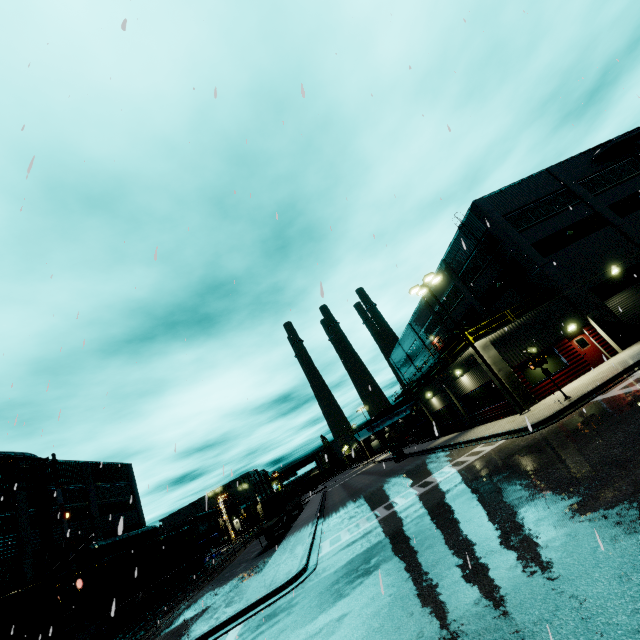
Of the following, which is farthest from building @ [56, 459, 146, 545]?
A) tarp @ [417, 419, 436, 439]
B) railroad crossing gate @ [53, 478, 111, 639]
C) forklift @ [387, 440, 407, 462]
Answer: forklift @ [387, 440, 407, 462]

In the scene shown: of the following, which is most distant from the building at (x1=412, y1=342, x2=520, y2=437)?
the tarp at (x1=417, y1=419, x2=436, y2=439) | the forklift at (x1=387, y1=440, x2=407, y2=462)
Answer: the forklift at (x1=387, y1=440, x2=407, y2=462)

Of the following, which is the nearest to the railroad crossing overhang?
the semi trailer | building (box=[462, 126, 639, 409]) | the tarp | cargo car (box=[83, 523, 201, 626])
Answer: cargo car (box=[83, 523, 201, 626])

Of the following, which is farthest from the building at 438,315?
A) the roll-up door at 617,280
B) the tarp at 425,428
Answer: the tarp at 425,428

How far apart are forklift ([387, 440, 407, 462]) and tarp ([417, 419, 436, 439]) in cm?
328

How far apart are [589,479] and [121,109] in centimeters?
1484cm

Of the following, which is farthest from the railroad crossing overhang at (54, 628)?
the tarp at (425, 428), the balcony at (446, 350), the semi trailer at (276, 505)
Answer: the tarp at (425, 428)

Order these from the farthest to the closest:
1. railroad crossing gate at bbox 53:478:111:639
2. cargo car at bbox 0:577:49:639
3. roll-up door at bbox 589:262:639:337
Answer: roll-up door at bbox 589:262:639:337, cargo car at bbox 0:577:49:639, railroad crossing gate at bbox 53:478:111:639
